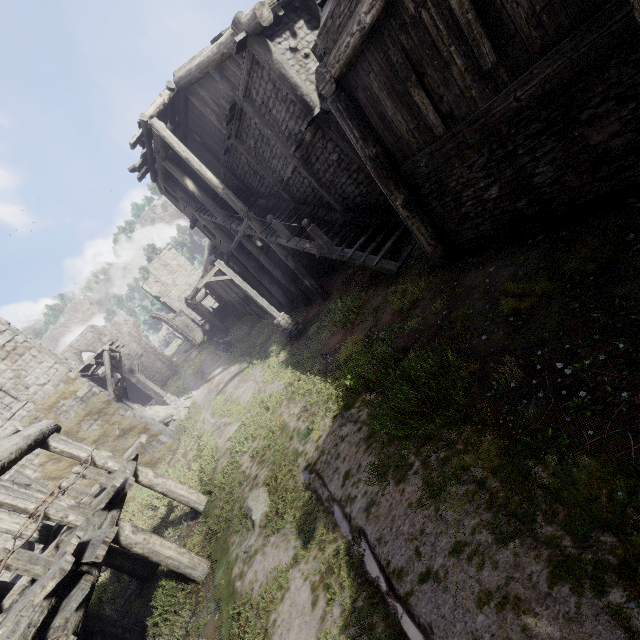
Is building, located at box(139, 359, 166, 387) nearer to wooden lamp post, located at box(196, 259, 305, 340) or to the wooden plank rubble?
the wooden plank rubble

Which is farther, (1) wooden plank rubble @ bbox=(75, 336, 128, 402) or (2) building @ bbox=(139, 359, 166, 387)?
(2) building @ bbox=(139, 359, 166, 387)

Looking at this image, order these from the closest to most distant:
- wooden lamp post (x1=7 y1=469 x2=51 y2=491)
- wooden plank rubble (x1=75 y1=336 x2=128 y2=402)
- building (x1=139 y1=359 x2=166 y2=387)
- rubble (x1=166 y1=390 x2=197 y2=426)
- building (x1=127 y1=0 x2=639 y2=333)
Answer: building (x1=127 y1=0 x2=639 y2=333) < wooden lamp post (x1=7 y1=469 x2=51 y2=491) < wooden plank rubble (x1=75 y1=336 x2=128 y2=402) < rubble (x1=166 y1=390 x2=197 y2=426) < building (x1=139 y1=359 x2=166 y2=387)

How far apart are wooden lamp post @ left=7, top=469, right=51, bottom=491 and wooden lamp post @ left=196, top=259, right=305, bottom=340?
10.59m

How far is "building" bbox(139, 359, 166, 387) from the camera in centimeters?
3847cm

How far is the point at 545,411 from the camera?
3.7 meters

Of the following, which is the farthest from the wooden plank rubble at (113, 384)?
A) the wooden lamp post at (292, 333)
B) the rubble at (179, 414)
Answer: the wooden lamp post at (292, 333)

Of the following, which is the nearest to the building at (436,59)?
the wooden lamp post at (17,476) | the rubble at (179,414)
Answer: the rubble at (179,414)
